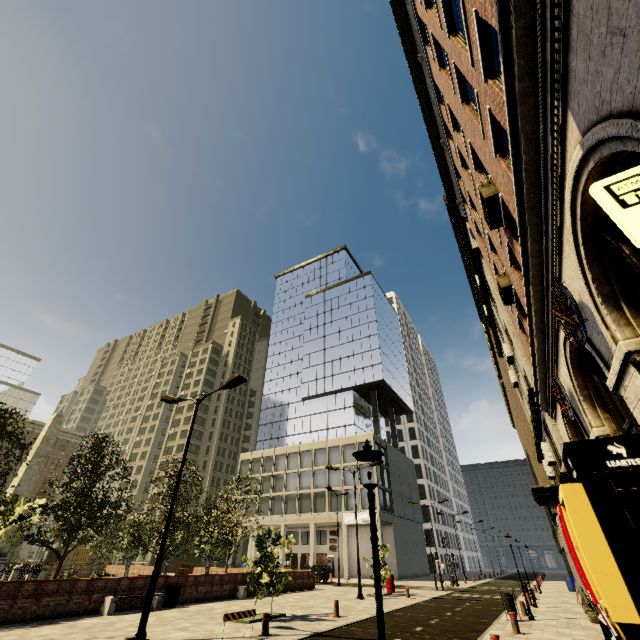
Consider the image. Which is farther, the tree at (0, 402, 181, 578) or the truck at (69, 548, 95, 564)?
the truck at (69, 548, 95, 564)

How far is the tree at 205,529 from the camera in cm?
2128

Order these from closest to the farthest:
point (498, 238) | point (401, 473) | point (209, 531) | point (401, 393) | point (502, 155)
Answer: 1. point (502, 155)
2. point (498, 238)
3. point (209, 531)
4. point (401, 473)
5. point (401, 393)

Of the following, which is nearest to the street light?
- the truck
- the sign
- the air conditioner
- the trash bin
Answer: the trash bin

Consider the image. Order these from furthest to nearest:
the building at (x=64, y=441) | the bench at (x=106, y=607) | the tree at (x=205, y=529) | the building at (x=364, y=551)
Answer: the building at (x=64, y=441), the building at (x=364, y=551), the tree at (x=205, y=529), the bench at (x=106, y=607)

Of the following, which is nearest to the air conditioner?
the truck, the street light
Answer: the street light

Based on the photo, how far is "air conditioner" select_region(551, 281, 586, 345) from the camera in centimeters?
498cm

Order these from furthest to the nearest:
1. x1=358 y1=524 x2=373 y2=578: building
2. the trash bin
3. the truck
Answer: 1. the truck
2. x1=358 y1=524 x2=373 y2=578: building
3. the trash bin
